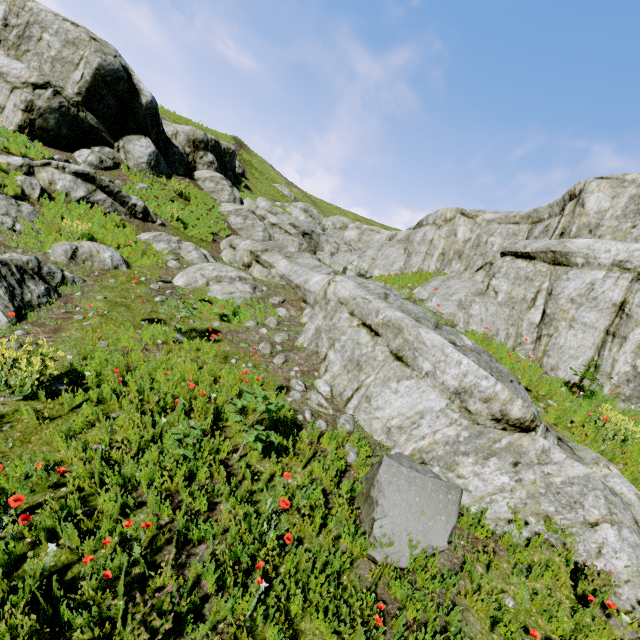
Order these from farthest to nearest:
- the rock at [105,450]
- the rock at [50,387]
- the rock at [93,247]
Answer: the rock at [93,247]
the rock at [50,387]
the rock at [105,450]

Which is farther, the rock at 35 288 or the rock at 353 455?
the rock at 35 288

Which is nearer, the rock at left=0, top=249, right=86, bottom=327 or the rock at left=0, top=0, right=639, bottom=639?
the rock at left=0, top=0, right=639, bottom=639

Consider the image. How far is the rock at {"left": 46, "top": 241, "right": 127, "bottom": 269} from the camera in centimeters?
923cm

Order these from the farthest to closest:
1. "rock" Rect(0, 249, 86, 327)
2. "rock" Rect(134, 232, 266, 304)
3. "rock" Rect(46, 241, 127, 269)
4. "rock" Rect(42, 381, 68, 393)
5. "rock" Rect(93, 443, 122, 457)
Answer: "rock" Rect(134, 232, 266, 304), "rock" Rect(46, 241, 127, 269), "rock" Rect(0, 249, 86, 327), "rock" Rect(42, 381, 68, 393), "rock" Rect(93, 443, 122, 457)

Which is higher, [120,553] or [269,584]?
[269,584]
